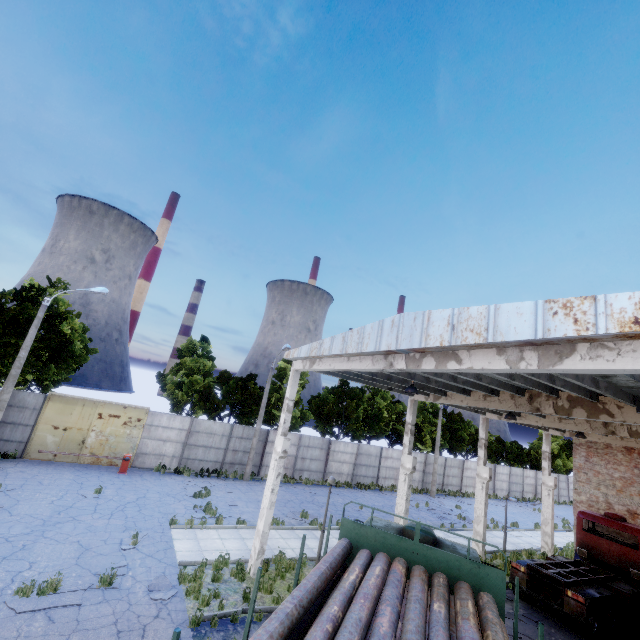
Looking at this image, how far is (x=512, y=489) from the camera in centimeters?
4041cm

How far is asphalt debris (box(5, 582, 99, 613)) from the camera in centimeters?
811cm

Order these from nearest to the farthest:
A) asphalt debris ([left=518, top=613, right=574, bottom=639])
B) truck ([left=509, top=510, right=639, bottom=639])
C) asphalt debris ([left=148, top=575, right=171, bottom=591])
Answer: asphalt debris ([left=148, top=575, right=171, bottom=591]), asphalt debris ([left=518, top=613, right=574, bottom=639]), truck ([left=509, top=510, right=639, bottom=639])

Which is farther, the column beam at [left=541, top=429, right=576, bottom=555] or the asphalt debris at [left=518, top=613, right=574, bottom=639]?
the column beam at [left=541, top=429, right=576, bottom=555]

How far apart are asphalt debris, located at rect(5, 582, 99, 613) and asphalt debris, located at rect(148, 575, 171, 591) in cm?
79

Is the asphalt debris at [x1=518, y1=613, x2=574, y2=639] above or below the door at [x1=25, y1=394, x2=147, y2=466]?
below

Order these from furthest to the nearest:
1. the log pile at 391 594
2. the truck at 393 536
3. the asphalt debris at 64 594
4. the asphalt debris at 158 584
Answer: the asphalt debris at 158 584
the asphalt debris at 64 594
the truck at 393 536
the log pile at 391 594

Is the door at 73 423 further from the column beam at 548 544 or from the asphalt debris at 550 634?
the column beam at 548 544
